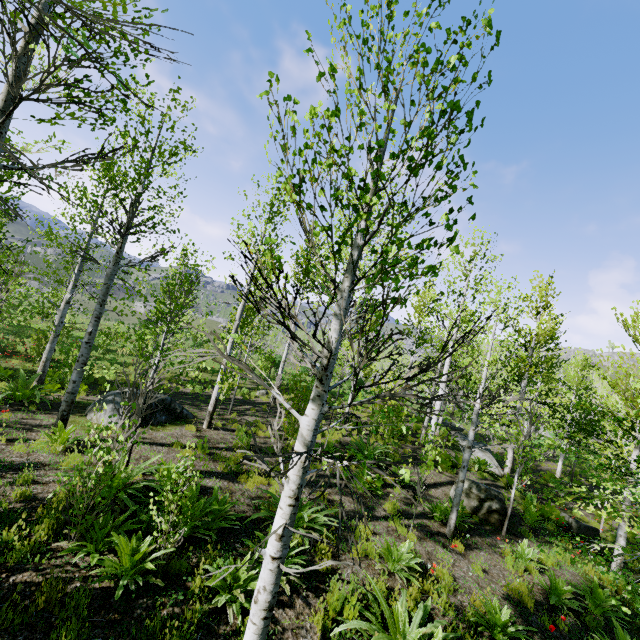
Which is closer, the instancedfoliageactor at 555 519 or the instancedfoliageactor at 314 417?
the instancedfoliageactor at 314 417

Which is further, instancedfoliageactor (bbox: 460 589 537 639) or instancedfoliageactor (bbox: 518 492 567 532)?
instancedfoliageactor (bbox: 518 492 567 532)

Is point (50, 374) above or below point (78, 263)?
below

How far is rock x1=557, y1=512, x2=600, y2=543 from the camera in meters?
11.4

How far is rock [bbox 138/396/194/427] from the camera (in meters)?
10.16

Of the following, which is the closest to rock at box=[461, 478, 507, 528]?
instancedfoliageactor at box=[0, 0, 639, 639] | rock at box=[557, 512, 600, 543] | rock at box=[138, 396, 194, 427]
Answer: instancedfoliageactor at box=[0, 0, 639, 639]

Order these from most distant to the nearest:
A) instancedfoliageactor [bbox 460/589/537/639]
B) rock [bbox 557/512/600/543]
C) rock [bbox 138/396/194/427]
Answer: rock [bbox 557/512/600/543]
rock [bbox 138/396/194/427]
instancedfoliageactor [bbox 460/589/537/639]

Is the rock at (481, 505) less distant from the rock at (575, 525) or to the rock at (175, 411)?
the rock at (575, 525)
